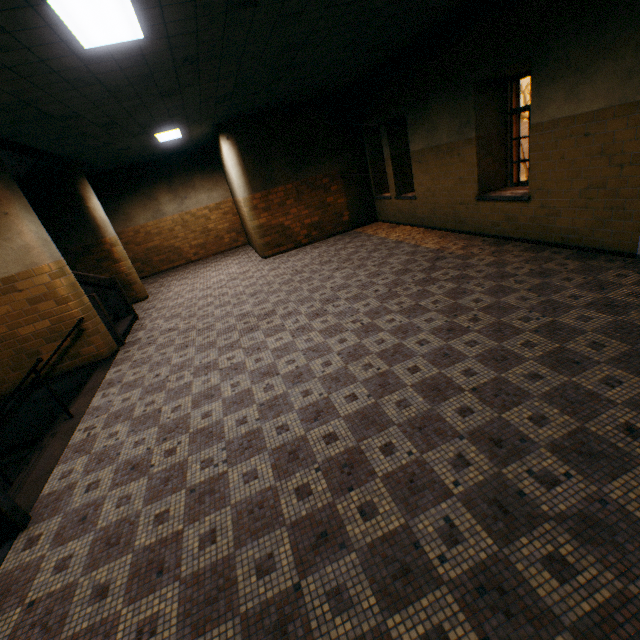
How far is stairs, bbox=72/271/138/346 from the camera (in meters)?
6.50

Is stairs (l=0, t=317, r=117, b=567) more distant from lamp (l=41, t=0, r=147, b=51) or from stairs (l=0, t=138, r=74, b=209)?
lamp (l=41, t=0, r=147, b=51)

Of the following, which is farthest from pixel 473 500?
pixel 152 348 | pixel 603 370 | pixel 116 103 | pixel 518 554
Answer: pixel 116 103

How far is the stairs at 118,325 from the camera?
6.5m

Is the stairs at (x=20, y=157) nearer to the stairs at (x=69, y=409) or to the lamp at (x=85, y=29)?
the stairs at (x=69, y=409)
